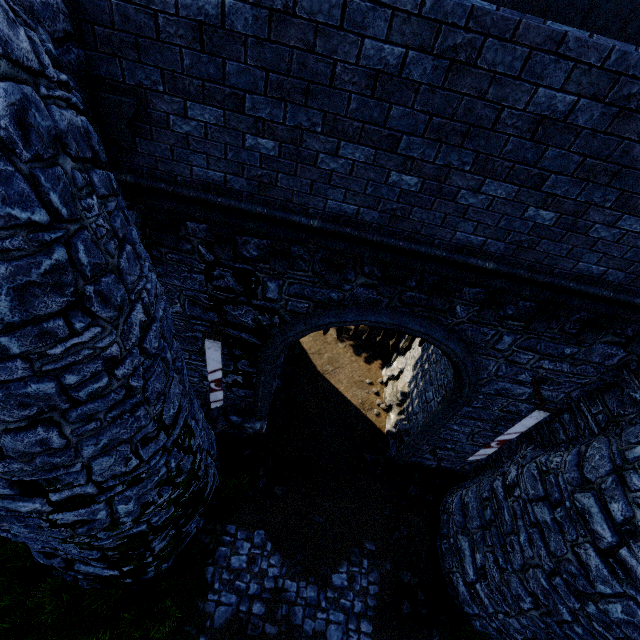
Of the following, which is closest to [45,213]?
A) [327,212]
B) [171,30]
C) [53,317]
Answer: [53,317]

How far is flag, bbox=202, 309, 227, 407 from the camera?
6.1m

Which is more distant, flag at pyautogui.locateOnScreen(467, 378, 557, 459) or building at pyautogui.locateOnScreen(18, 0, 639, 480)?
flag at pyautogui.locateOnScreen(467, 378, 557, 459)

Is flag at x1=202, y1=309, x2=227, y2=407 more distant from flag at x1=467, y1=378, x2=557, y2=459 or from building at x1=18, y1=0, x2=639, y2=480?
flag at x1=467, y1=378, x2=557, y2=459

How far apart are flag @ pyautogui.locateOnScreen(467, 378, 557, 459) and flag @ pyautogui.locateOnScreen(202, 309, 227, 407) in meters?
6.5

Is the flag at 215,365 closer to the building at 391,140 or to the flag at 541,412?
the building at 391,140

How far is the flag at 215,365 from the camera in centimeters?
614cm

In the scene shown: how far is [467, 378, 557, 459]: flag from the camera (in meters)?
6.52
